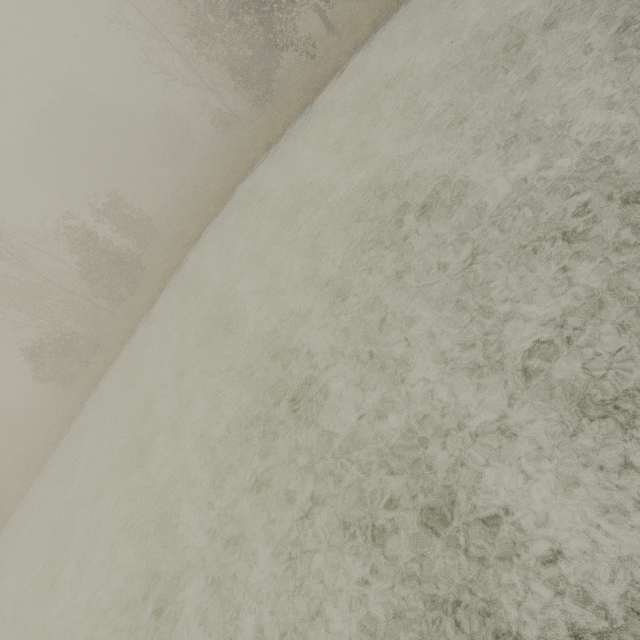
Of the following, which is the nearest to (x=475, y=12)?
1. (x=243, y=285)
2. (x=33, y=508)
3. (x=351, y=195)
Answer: (x=351, y=195)
